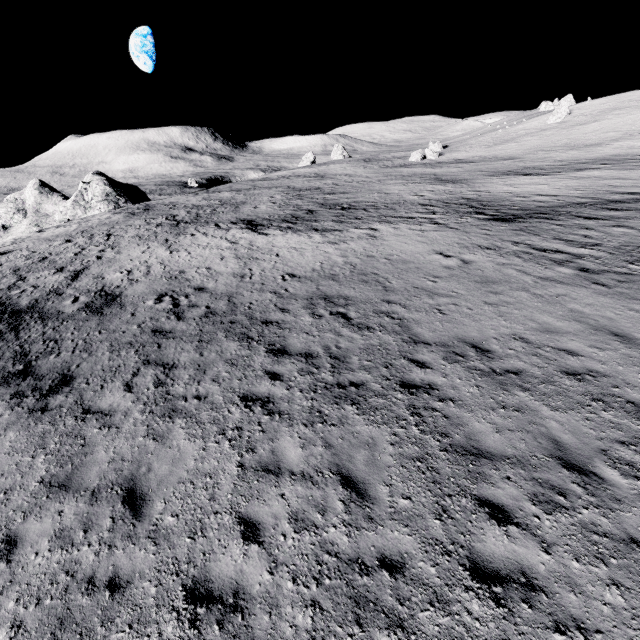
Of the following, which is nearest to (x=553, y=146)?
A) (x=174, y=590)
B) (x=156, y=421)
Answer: (x=156, y=421)
